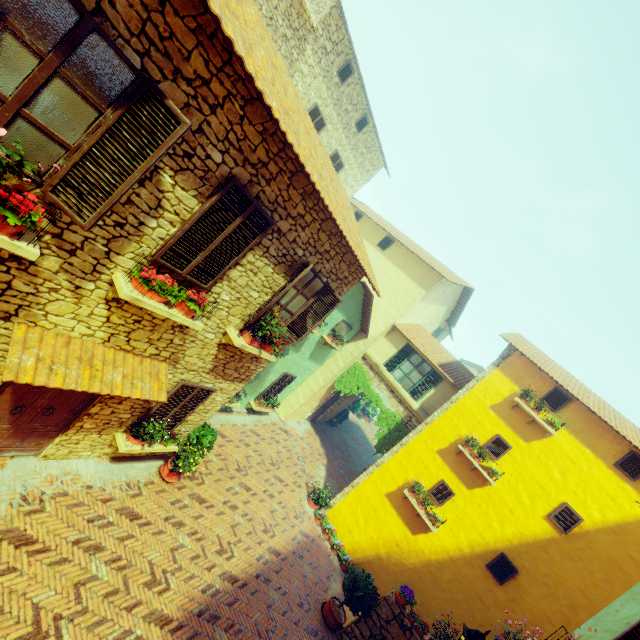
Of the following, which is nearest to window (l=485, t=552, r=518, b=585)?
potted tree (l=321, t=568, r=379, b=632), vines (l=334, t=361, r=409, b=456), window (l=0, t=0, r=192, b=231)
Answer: window (l=0, t=0, r=192, b=231)

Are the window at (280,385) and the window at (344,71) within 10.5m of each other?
no

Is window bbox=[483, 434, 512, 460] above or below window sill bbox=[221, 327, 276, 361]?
above

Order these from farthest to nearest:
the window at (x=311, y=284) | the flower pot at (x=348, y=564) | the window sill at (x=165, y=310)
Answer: the flower pot at (x=348, y=564) < the window at (x=311, y=284) < the window sill at (x=165, y=310)

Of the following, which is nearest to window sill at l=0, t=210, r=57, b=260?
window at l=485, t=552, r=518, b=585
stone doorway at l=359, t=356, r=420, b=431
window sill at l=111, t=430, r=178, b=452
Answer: window sill at l=111, t=430, r=178, b=452

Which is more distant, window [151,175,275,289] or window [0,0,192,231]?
window [151,175,275,289]

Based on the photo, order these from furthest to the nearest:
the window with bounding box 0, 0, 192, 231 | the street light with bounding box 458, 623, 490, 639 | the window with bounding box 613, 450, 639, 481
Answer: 1. the window with bounding box 613, 450, 639, 481
2. the street light with bounding box 458, 623, 490, 639
3. the window with bounding box 0, 0, 192, 231

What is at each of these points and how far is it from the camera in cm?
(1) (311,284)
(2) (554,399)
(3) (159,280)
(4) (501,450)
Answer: (1) window, 727
(2) window, 1082
(3) flower pot, 473
(4) window, 1091
